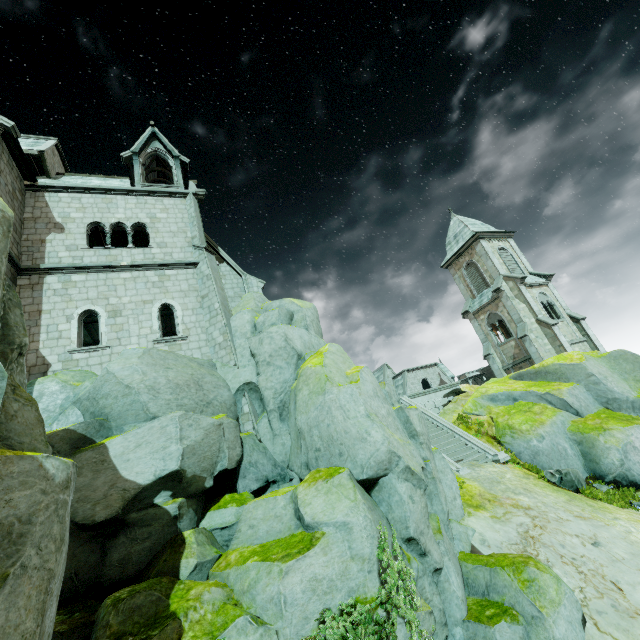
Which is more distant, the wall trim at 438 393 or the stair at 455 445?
the wall trim at 438 393

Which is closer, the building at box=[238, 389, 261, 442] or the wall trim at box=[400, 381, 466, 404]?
the building at box=[238, 389, 261, 442]

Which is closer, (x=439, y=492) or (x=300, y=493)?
Result: (x=300, y=493)

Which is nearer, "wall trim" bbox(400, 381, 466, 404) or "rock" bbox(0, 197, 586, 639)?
"rock" bbox(0, 197, 586, 639)

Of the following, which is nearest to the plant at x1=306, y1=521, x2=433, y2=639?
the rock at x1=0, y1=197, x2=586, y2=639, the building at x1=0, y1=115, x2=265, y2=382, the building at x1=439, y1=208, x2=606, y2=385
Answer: the rock at x1=0, y1=197, x2=586, y2=639

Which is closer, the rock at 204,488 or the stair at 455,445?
the rock at 204,488

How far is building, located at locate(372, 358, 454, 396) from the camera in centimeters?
4597cm
